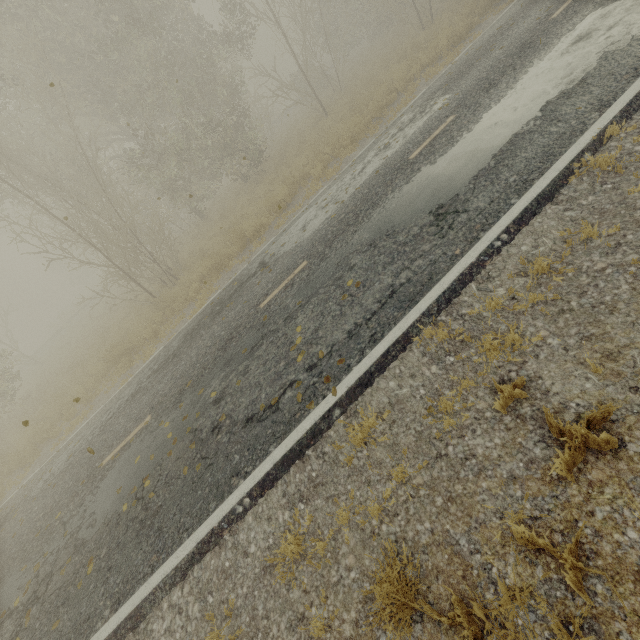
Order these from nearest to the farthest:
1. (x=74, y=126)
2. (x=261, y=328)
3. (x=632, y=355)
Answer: (x=632, y=355) < (x=261, y=328) < (x=74, y=126)
